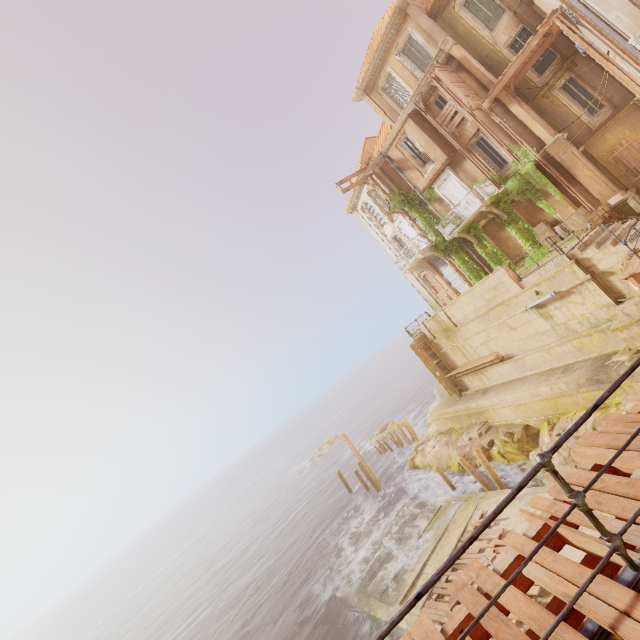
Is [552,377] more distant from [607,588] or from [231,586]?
[231,586]

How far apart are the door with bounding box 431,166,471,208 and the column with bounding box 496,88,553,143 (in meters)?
4.16

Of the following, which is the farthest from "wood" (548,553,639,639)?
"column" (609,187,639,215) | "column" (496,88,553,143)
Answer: "column" (496,88,553,143)

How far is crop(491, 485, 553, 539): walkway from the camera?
12.1m

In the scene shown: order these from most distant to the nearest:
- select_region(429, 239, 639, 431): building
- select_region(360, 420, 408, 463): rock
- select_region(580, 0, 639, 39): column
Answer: select_region(360, 420, 408, 463): rock
select_region(429, 239, 639, 431): building
select_region(580, 0, 639, 39): column

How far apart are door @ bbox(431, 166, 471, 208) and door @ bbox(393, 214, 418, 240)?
3.1 meters

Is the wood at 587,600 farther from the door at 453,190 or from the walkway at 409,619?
the door at 453,190

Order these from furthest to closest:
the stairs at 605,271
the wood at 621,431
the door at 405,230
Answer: the door at 405,230, the stairs at 605,271, the wood at 621,431
